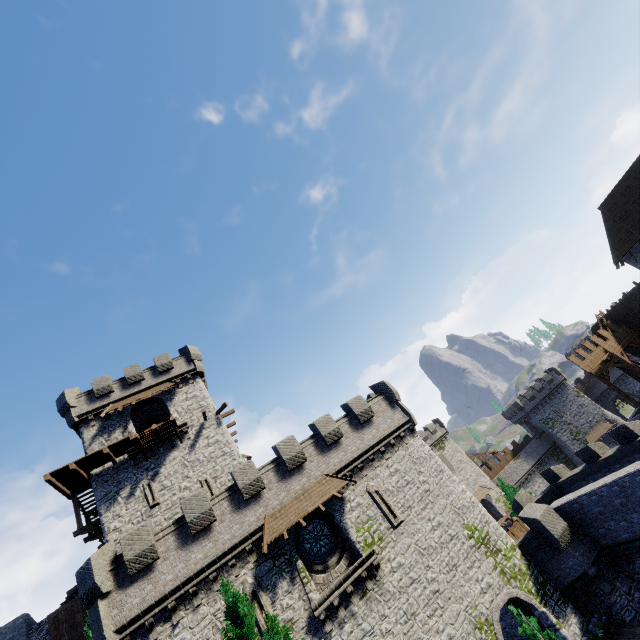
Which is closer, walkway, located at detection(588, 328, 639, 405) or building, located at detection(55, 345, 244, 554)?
building, located at detection(55, 345, 244, 554)

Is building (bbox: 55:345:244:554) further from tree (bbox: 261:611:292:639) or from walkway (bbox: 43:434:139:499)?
tree (bbox: 261:611:292:639)

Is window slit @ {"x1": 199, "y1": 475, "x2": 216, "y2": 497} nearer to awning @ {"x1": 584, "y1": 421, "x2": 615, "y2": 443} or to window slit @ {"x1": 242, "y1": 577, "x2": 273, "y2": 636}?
window slit @ {"x1": 242, "y1": 577, "x2": 273, "y2": 636}

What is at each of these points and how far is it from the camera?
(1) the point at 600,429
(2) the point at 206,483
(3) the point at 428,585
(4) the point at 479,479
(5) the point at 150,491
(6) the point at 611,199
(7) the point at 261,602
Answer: (1) awning, 56.8 meters
(2) window slit, 24.1 meters
(3) building tower, 17.2 meters
(4) building, 54.6 meters
(5) window slit, 23.3 meters
(6) building, 36.1 meters
(7) window slit, 15.8 meters

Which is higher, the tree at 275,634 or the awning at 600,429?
the tree at 275,634

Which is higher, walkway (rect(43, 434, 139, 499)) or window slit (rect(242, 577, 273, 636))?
walkway (rect(43, 434, 139, 499))

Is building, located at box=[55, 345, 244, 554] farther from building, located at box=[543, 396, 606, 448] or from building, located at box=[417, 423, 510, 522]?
building, located at box=[543, 396, 606, 448]

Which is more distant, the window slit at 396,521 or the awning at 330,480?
the window slit at 396,521
